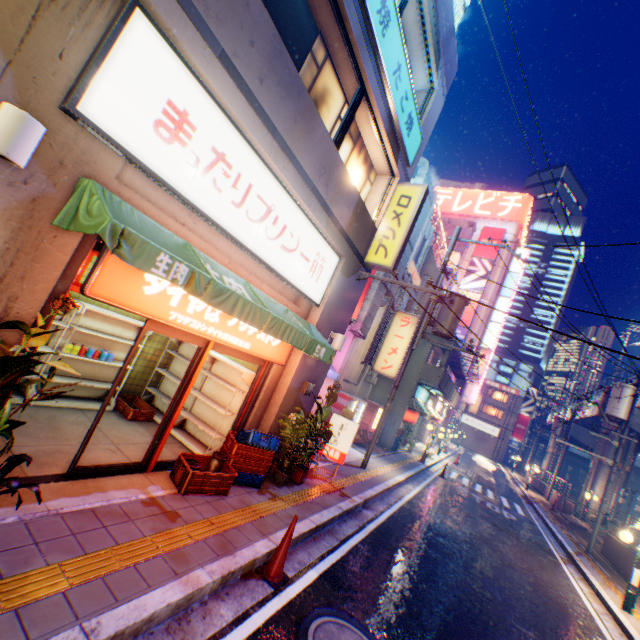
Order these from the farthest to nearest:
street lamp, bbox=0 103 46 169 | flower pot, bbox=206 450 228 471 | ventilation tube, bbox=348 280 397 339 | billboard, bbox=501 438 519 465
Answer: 1. billboard, bbox=501 438 519 465
2. ventilation tube, bbox=348 280 397 339
3. flower pot, bbox=206 450 228 471
4. street lamp, bbox=0 103 46 169

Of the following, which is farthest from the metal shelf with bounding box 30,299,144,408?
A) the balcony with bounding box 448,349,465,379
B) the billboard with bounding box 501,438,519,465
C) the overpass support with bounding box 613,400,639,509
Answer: the billboard with bounding box 501,438,519,465

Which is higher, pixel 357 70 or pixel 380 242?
pixel 357 70

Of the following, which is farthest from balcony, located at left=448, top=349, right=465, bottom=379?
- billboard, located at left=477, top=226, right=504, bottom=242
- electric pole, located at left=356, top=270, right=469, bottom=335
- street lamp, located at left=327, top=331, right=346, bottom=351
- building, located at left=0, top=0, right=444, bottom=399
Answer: street lamp, located at left=327, top=331, right=346, bottom=351

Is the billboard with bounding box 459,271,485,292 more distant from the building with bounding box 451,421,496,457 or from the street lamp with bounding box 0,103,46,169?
the street lamp with bounding box 0,103,46,169

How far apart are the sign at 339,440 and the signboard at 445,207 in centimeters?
4143cm

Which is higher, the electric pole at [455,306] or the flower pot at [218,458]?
the electric pole at [455,306]

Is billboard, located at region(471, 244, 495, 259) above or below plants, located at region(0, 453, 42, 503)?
above
